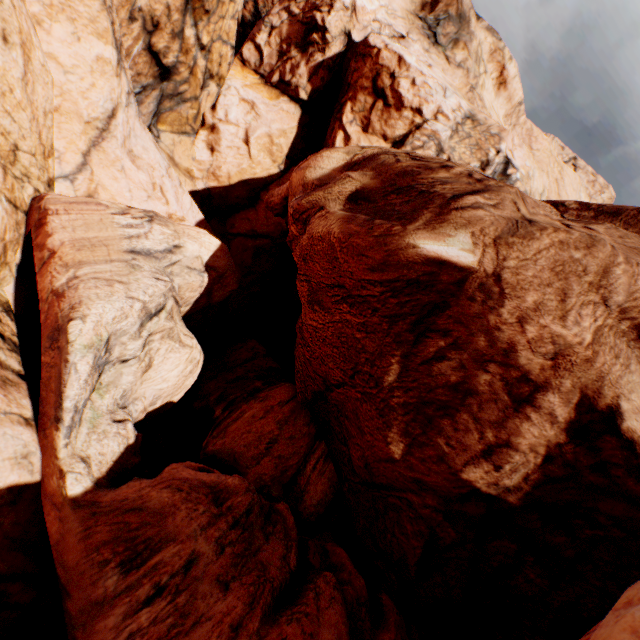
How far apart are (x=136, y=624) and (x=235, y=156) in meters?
27.1
